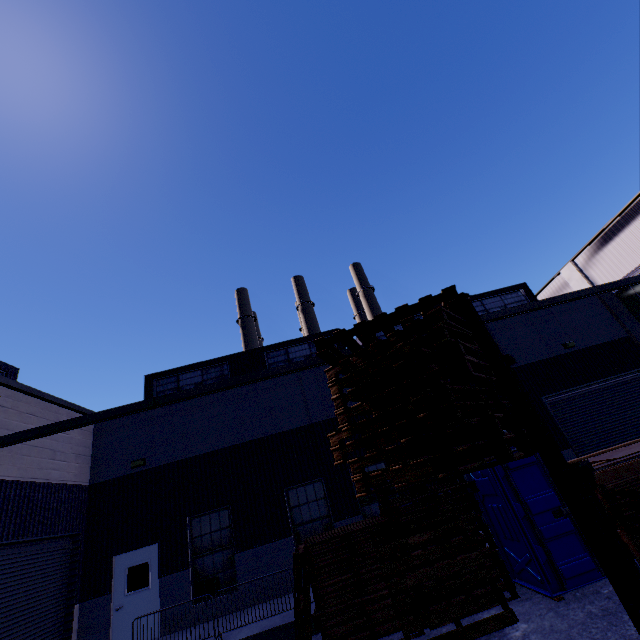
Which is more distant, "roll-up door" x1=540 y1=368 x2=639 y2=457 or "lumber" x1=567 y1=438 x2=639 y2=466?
"roll-up door" x1=540 y1=368 x2=639 y2=457

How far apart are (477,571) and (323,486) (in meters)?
5.95

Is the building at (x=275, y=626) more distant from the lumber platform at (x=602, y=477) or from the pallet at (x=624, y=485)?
the pallet at (x=624, y=485)

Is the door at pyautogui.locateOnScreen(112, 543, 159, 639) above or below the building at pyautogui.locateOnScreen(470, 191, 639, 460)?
below

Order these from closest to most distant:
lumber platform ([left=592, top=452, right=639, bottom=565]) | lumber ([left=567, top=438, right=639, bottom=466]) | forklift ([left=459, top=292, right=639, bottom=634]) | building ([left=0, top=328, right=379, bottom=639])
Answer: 1. forklift ([left=459, top=292, right=639, bottom=634])
2. lumber platform ([left=592, top=452, right=639, bottom=565])
3. lumber ([left=567, top=438, right=639, bottom=466])
4. building ([left=0, top=328, right=379, bottom=639])

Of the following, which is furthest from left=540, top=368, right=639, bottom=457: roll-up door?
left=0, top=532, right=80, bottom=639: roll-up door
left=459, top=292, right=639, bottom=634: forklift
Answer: left=0, top=532, right=80, bottom=639: roll-up door

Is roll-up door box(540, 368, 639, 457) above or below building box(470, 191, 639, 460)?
below

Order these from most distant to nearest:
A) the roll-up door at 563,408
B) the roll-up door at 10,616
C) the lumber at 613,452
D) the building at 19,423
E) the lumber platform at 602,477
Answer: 1. the roll-up door at 563,408
2. the building at 19,423
3. the roll-up door at 10,616
4. the lumber at 613,452
5. the lumber platform at 602,477
